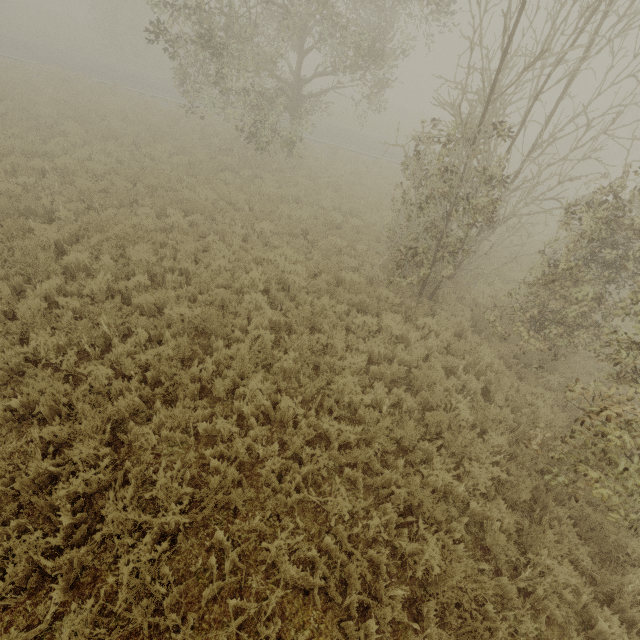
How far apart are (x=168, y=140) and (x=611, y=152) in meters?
74.6 m
